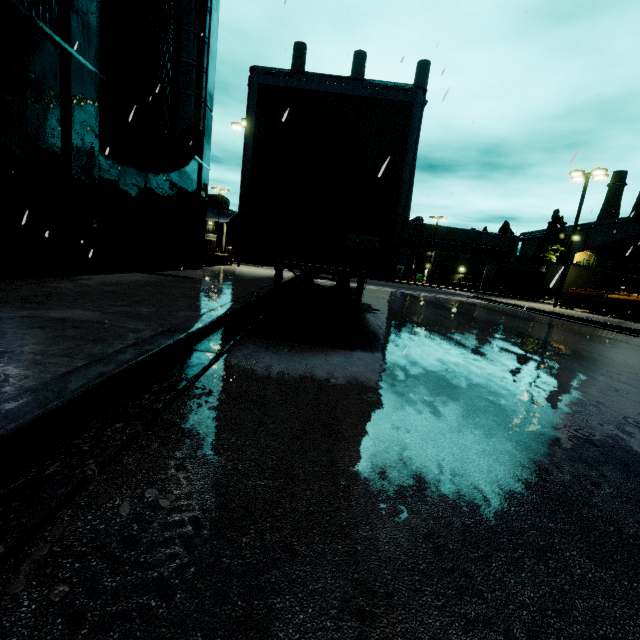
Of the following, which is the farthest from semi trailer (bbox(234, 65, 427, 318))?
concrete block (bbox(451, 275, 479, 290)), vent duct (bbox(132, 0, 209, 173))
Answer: concrete block (bbox(451, 275, 479, 290))

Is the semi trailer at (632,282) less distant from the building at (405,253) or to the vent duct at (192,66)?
the building at (405,253)

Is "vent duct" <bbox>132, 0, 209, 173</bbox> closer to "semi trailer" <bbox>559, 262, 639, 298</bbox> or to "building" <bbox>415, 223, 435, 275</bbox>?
"building" <bbox>415, 223, 435, 275</bbox>

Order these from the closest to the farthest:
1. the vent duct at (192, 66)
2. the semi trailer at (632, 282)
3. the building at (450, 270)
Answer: the vent duct at (192, 66)
the semi trailer at (632, 282)
the building at (450, 270)

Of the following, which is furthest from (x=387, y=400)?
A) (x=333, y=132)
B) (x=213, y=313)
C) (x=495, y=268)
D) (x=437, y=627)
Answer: (x=495, y=268)

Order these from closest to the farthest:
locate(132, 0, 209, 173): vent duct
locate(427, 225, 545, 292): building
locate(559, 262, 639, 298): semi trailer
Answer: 1. locate(132, 0, 209, 173): vent duct
2. locate(559, 262, 639, 298): semi trailer
3. locate(427, 225, 545, 292): building

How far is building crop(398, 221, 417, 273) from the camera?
55.2m
